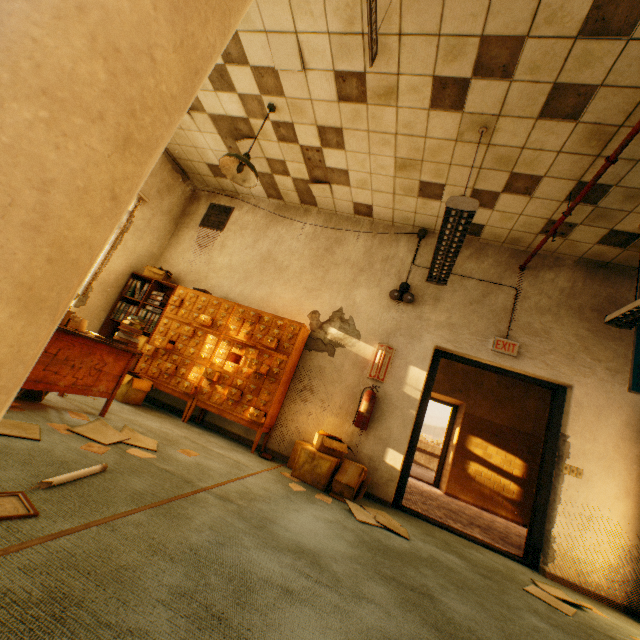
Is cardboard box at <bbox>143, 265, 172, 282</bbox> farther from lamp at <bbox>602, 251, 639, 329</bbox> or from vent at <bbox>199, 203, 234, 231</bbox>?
lamp at <bbox>602, 251, 639, 329</bbox>

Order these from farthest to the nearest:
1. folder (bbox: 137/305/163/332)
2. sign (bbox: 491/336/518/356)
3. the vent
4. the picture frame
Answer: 1. the vent
2. folder (bbox: 137/305/163/332)
3. sign (bbox: 491/336/518/356)
4. the picture frame

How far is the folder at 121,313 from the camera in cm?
530

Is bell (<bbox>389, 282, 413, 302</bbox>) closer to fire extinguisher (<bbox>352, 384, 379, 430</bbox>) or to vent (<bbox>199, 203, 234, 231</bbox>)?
fire extinguisher (<bbox>352, 384, 379, 430</bbox>)

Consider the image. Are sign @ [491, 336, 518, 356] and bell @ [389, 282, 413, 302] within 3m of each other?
yes

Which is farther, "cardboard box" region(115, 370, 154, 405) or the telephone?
"cardboard box" region(115, 370, 154, 405)

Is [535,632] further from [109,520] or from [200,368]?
[200,368]

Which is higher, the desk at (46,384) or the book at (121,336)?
the book at (121,336)
